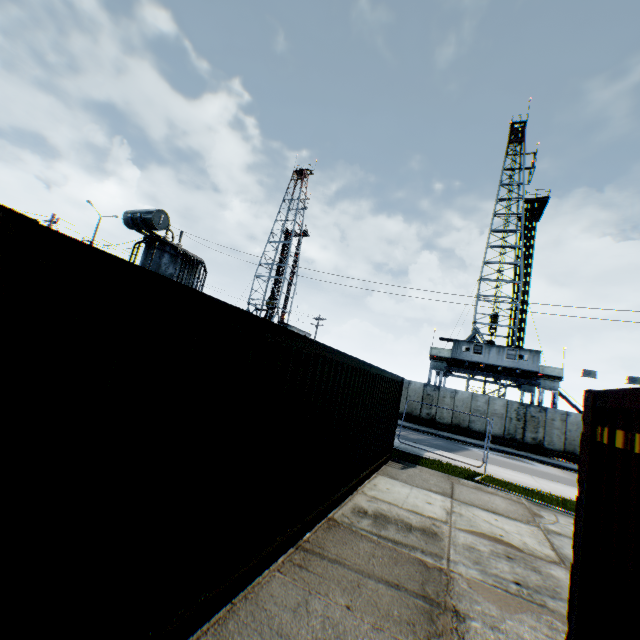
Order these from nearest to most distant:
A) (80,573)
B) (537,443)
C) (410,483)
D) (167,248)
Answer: (80,573), (410,483), (167,248), (537,443)

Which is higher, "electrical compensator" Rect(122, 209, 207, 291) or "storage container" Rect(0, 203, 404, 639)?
"electrical compensator" Rect(122, 209, 207, 291)

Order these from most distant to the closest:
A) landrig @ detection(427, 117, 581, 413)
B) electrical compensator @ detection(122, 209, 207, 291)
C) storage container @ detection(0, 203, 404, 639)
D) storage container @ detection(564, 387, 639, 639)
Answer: landrig @ detection(427, 117, 581, 413)
electrical compensator @ detection(122, 209, 207, 291)
storage container @ detection(564, 387, 639, 639)
storage container @ detection(0, 203, 404, 639)

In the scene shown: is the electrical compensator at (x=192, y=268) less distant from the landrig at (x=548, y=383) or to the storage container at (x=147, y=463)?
the storage container at (x=147, y=463)

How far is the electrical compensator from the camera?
12.41m

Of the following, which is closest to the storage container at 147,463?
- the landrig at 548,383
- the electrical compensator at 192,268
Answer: the electrical compensator at 192,268

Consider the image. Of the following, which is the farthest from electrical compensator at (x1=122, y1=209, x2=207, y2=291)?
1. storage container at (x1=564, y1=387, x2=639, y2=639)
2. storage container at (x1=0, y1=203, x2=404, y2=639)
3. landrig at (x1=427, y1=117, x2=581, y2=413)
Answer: landrig at (x1=427, y1=117, x2=581, y2=413)

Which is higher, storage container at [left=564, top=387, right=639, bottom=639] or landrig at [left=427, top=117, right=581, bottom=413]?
landrig at [left=427, top=117, right=581, bottom=413]
